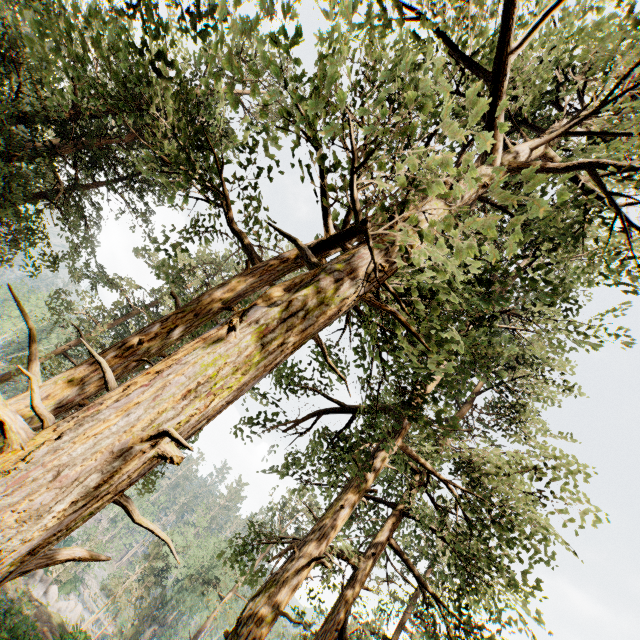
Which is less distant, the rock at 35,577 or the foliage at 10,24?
the foliage at 10,24

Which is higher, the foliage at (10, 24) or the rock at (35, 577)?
the foliage at (10, 24)

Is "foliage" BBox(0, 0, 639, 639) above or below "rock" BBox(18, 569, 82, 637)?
above

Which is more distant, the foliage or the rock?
the rock

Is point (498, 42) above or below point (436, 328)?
above
